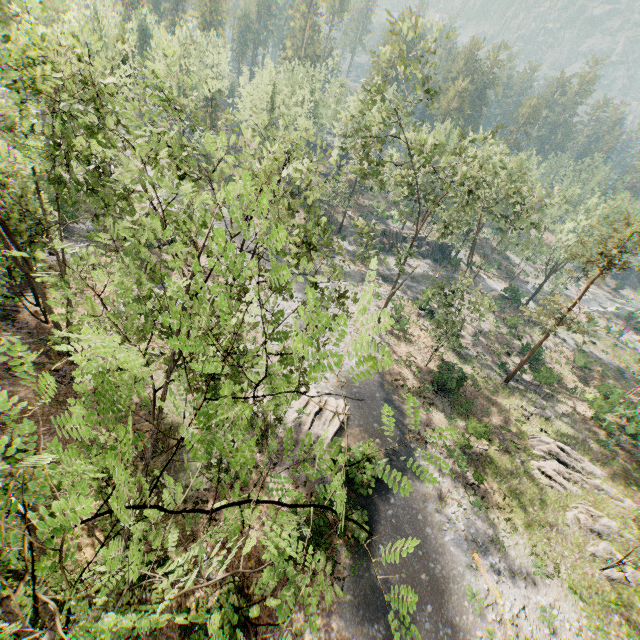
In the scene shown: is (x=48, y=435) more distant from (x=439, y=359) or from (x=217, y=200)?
(x=439, y=359)

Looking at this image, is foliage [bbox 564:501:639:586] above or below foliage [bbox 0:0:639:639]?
below

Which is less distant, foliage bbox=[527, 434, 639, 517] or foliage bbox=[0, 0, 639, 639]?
foliage bbox=[0, 0, 639, 639]

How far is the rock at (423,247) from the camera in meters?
57.6 m

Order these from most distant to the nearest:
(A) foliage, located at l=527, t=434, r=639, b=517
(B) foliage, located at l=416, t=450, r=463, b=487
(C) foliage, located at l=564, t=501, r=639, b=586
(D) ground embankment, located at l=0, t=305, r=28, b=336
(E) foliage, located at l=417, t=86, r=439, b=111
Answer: (A) foliage, located at l=527, t=434, r=639, b=517
(D) ground embankment, located at l=0, t=305, r=28, b=336
(E) foliage, located at l=417, t=86, r=439, b=111
(C) foliage, located at l=564, t=501, r=639, b=586
(B) foliage, located at l=416, t=450, r=463, b=487

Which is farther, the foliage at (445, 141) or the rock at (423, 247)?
the rock at (423, 247)
